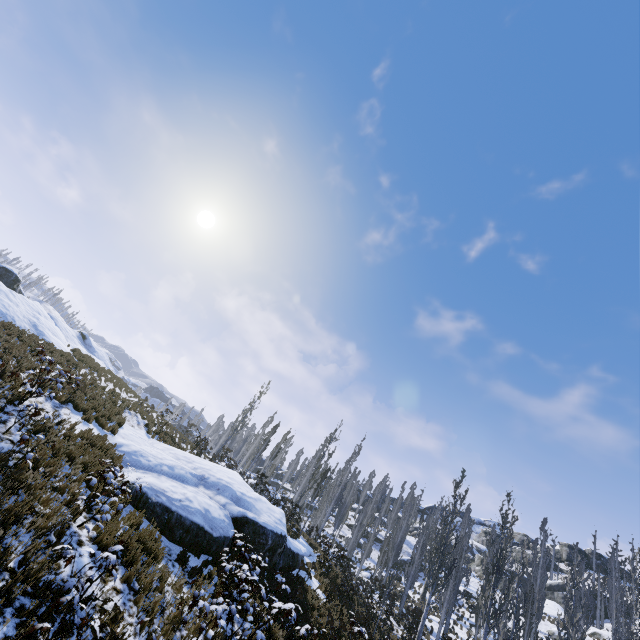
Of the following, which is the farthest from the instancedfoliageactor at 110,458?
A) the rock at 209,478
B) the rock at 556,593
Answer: the rock at 556,593

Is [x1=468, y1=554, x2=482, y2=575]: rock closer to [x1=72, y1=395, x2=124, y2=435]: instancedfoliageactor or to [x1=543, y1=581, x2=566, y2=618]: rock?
[x1=72, y1=395, x2=124, y2=435]: instancedfoliageactor

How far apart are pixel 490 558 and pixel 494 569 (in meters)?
25.90

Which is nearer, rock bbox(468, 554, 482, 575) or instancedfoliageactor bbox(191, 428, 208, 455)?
instancedfoliageactor bbox(191, 428, 208, 455)

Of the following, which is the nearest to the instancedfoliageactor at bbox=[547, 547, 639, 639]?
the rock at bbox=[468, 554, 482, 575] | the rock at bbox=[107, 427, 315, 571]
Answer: the rock at bbox=[107, 427, 315, 571]

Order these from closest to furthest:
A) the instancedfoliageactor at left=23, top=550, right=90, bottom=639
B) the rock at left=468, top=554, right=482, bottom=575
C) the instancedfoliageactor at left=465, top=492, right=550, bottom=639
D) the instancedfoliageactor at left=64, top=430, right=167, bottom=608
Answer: the instancedfoliageactor at left=23, top=550, right=90, bottom=639, the instancedfoliageactor at left=64, top=430, right=167, bottom=608, the instancedfoliageactor at left=465, top=492, right=550, bottom=639, the rock at left=468, top=554, right=482, bottom=575

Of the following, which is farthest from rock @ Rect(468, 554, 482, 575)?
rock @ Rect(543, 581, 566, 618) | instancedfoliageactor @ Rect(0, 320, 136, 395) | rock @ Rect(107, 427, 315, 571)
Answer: rock @ Rect(107, 427, 315, 571)

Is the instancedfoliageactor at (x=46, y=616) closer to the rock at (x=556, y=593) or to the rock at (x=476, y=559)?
the rock at (x=476, y=559)
